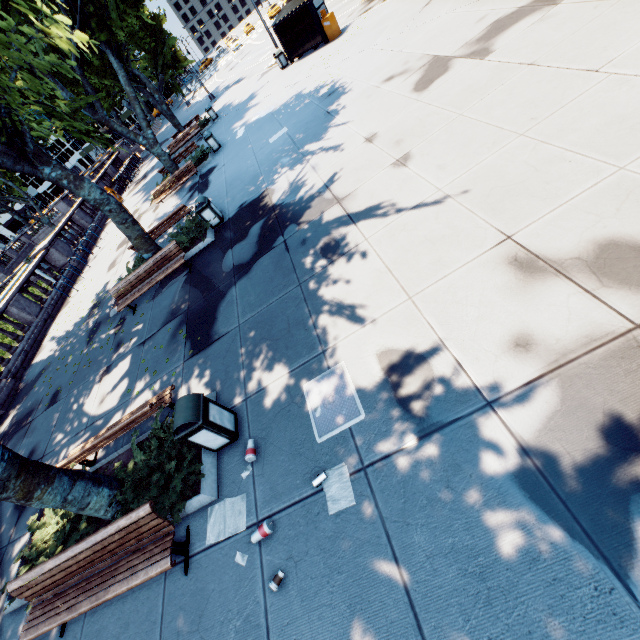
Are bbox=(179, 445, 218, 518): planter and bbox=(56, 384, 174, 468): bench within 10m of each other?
yes

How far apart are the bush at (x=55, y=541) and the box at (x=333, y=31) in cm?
2373

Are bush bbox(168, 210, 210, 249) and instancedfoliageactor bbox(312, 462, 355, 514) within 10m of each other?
yes

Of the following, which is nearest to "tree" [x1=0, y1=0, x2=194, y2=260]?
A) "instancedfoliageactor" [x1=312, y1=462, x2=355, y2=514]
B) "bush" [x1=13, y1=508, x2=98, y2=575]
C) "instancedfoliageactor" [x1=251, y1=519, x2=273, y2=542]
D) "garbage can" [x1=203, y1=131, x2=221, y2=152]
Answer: "bush" [x1=13, y1=508, x2=98, y2=575]

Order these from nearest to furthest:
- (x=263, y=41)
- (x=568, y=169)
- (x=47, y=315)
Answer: (x=568, y=169)
(x=47, y=315)
(x=263, y=41)

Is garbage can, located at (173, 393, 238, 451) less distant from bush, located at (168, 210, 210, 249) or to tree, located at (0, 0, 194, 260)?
tree, located at (0, 0, 194, 260)

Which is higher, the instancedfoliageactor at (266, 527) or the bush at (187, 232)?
the bush at (187, 232)

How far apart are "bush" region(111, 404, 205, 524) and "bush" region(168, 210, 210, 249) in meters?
6.8 m
